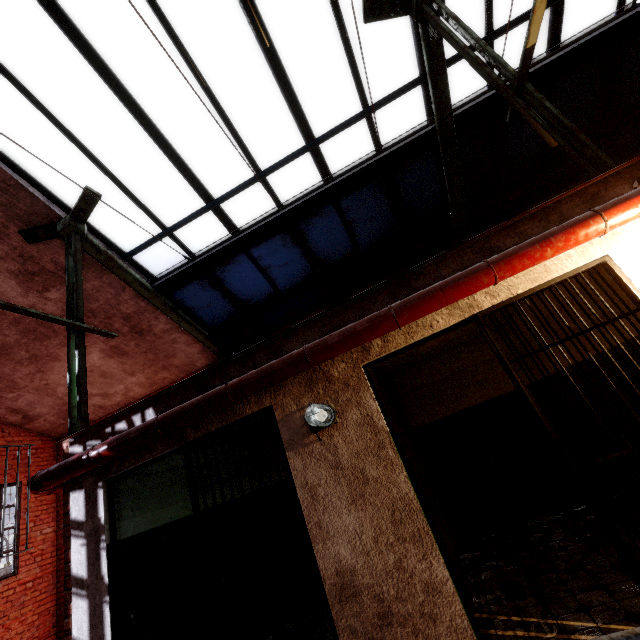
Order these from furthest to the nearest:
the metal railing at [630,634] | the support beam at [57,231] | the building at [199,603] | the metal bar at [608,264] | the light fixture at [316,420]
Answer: the support beam at [57,231] < the building at [199,603] < the light fixture at [316,420] < the metal bar at [608,264] < the metal railing at [630,634]

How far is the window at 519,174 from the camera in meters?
5.4 m

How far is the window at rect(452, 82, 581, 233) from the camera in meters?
5.4

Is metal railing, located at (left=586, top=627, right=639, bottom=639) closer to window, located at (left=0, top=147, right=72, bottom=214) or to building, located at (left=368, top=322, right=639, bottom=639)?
building, located at (left=368, top=322, right=639, bottom=639)

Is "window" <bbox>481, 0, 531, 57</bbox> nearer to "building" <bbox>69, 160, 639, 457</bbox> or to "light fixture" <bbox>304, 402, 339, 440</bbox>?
"building" <bbox>69, 160, 639, 457</bbox>

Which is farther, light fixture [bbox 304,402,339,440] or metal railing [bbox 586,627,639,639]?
light fixture [bbox 304,402,339,440]

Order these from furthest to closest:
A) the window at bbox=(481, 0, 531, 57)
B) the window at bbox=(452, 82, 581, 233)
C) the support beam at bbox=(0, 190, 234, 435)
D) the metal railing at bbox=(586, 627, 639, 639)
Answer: the window at bbox=(452, 82, 581, 233) → the window at bbox=(481, 0, 531, 57) → the support beam at bbox=(0, 190, 234, 435) → the metal railing at bbox=(586, 627, 639, 639)

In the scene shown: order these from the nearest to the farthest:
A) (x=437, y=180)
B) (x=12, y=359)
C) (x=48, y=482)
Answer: (x=48, y=482), (x=437, y=180), (x=12, y=359)
